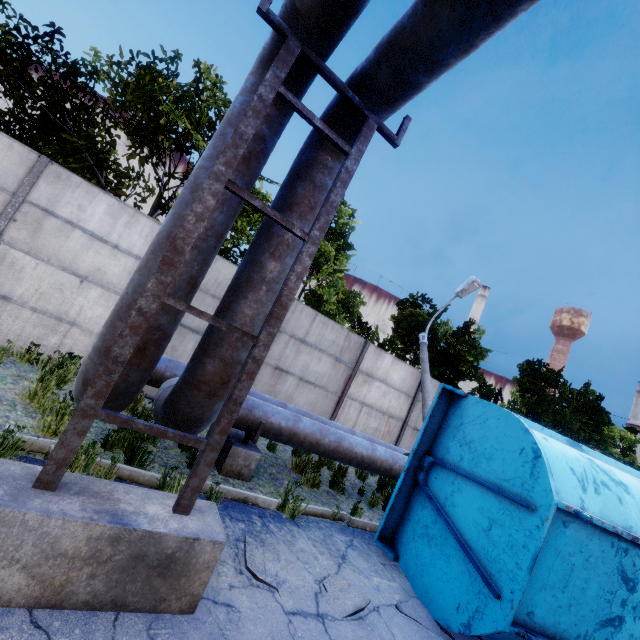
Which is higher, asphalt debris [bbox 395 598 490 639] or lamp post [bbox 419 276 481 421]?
lamp post [bbox 419 276 481 421]

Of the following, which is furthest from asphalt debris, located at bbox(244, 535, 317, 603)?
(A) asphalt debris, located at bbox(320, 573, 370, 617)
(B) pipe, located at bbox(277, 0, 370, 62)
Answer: (B) pipe, located at bbox(277, 0, 370, 62)

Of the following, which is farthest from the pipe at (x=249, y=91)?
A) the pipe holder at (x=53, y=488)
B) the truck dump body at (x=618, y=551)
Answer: the truck dump body at (x=618, y=551)

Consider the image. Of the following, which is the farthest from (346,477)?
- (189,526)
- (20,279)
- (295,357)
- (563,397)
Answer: (563,397)

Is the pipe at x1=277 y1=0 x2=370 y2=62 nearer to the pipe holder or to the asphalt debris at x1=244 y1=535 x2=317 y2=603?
the pipe holder

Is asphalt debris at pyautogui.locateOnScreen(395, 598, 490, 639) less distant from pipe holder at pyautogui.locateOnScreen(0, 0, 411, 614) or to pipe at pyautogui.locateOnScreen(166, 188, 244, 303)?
pipe holder at pyautogui.locateOnScreen(0, 0, 411, 614)

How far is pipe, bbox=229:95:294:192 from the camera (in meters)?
3.26

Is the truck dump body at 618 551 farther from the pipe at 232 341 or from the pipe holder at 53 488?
the pipe holder at 53 488
